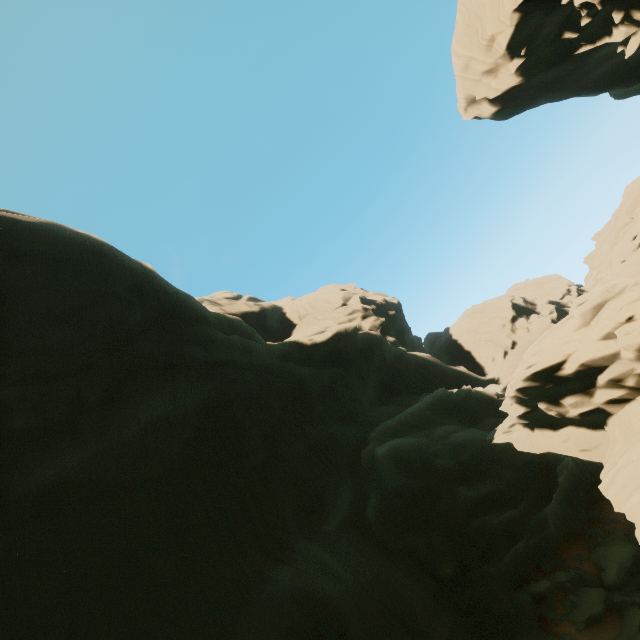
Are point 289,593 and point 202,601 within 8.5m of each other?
yes

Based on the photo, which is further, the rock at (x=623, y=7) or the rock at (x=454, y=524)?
the rock at (x=623, y=7)

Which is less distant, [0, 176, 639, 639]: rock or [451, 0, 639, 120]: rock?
[0, 176, 639, 639]: rock
